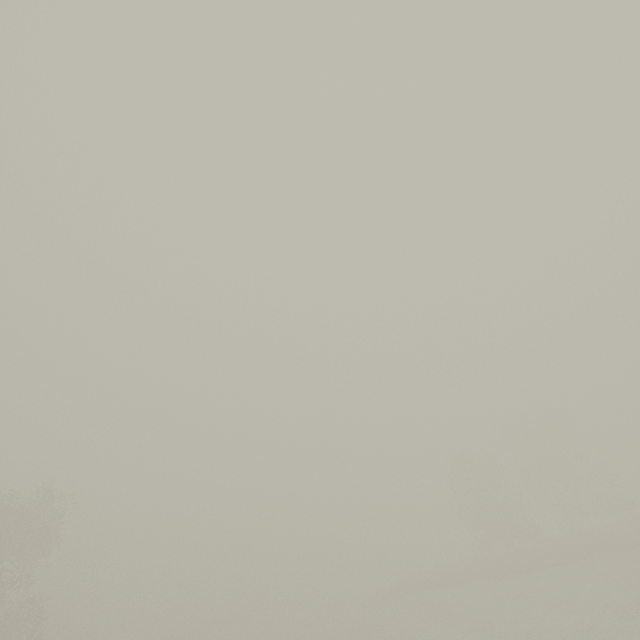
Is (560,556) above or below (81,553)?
below
